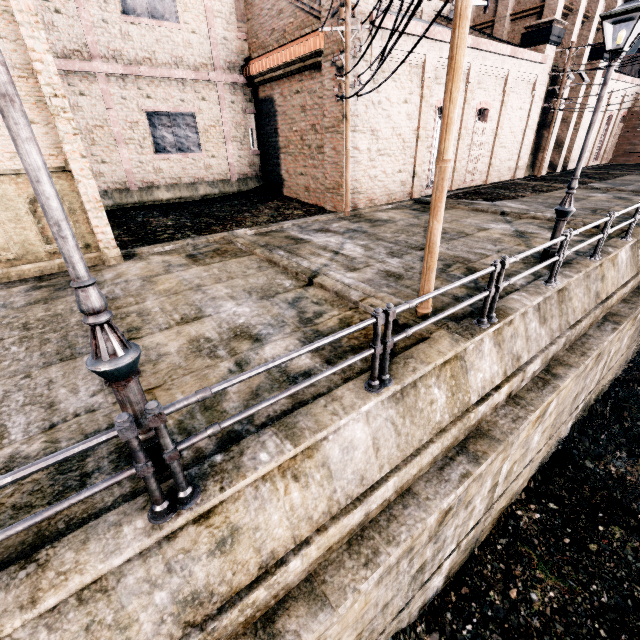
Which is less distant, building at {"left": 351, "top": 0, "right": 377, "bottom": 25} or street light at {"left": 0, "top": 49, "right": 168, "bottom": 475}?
street light at {"left": 0, "top": 49, "right": 168, "bottom": 475}

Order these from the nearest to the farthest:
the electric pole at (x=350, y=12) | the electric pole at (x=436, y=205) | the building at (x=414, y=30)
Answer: the electric pole at (x=436, y=205)
the electric pole at (x=350, y=12)
the building at (x=414, y=30)

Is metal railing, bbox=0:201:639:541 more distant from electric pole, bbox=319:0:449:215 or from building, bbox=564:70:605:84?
building, bbox=564:70:605:84

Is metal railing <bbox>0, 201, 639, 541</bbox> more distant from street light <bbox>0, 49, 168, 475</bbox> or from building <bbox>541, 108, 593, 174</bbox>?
building <bbox>541, 108, 593, 174</bbox>

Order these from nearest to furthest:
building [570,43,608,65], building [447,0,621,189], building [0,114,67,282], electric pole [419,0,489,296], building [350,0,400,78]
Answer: electric pole [419,0,489,296]
building [0,114,67,282]
building [350,0,400,78]
building [447,0,621,189]
building [570,43,608,65]

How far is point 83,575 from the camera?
2.74m

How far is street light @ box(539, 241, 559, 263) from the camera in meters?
9.0

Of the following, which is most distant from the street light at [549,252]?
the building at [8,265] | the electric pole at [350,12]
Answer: the building at [8,265]
